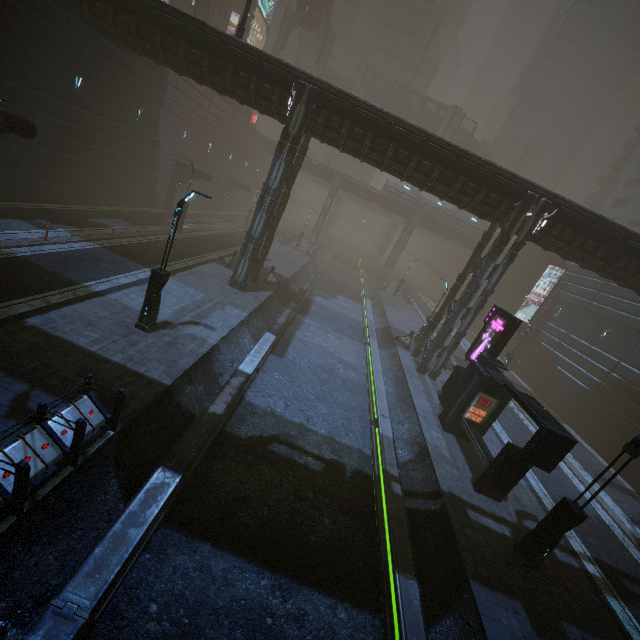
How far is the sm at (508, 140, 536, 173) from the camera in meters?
54.7

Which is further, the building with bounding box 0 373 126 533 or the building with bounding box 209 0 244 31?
the building with bounding box 209 0 244 31

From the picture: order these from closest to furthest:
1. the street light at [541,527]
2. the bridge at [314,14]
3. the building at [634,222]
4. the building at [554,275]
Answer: the street light at [541,527] → the building at [554,275] → the bridge at [314,14] → the building at [634,222]

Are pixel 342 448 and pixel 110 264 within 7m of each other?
no

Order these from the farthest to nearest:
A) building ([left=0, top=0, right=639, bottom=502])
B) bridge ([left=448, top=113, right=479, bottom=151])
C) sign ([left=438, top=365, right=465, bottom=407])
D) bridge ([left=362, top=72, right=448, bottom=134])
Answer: bridge ([left=448, top=113, right=479, bottom=151]) → bridge ([left=362, top=72, right=448, bottom=134]) → sign ([left=438, top=365, right=465, bottom=407]) → building ([left=0, top=0, right=639, bottom=502])

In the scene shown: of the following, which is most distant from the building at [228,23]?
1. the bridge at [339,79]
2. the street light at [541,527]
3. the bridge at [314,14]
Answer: the bridge at [314,14]
